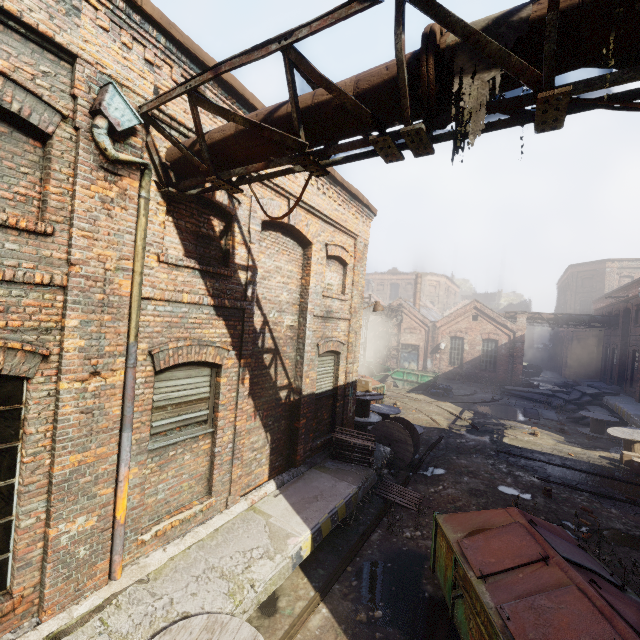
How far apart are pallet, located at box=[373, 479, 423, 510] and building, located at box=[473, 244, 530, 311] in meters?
54.8 m

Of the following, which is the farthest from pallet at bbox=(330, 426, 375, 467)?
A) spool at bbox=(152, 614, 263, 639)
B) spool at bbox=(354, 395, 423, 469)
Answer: spool at bbox=(152, 614, 263, 639)

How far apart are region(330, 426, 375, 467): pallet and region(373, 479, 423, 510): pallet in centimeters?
75cm

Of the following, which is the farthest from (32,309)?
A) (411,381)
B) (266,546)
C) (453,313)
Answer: (453,313)

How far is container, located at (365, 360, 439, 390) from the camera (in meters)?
23.91

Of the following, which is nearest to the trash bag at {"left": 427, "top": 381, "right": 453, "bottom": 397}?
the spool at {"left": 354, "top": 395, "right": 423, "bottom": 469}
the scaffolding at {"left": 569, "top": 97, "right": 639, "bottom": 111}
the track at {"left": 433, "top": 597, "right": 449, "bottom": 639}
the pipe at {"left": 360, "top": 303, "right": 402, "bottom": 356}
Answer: the pipe at {"left": 360, "top": 303, "right": 402, "bottom": 356}

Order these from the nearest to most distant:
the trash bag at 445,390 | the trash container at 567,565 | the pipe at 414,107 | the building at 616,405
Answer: the pipe at 414,107 → the trash container at 567,565 → the building at 616,405 → the trash bag at 445,390

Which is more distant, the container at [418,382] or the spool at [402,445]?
the container at [418,382]
